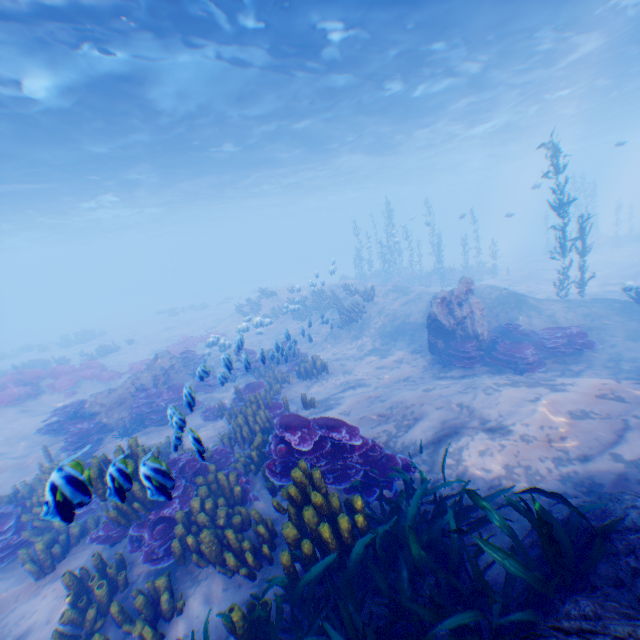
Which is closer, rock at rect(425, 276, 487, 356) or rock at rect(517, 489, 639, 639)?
rock at rect(517, 489, 639, 639)

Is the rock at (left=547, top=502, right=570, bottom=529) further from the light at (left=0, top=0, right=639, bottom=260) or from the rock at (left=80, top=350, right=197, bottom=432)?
the rock at (left=80, top=350, right=197, bottom=432)

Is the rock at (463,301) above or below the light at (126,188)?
below

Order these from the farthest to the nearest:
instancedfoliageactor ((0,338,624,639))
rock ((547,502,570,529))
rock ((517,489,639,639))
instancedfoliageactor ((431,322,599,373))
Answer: instancedfoliageactor ((431,322,599,373)) → rock ((547,502,570,529)) → instancedfoliageactor ((0,338,624,639)) → rock ((517,489,639,639))

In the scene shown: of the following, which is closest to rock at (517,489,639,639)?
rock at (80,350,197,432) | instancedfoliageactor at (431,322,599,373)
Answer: instancedfoliageactor at (431,322,599,373)

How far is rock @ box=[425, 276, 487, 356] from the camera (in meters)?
11.20

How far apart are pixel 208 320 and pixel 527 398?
28.81m

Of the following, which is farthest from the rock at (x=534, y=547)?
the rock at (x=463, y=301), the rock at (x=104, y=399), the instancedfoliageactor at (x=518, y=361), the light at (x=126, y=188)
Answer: the rock at (x=104, y=399)
